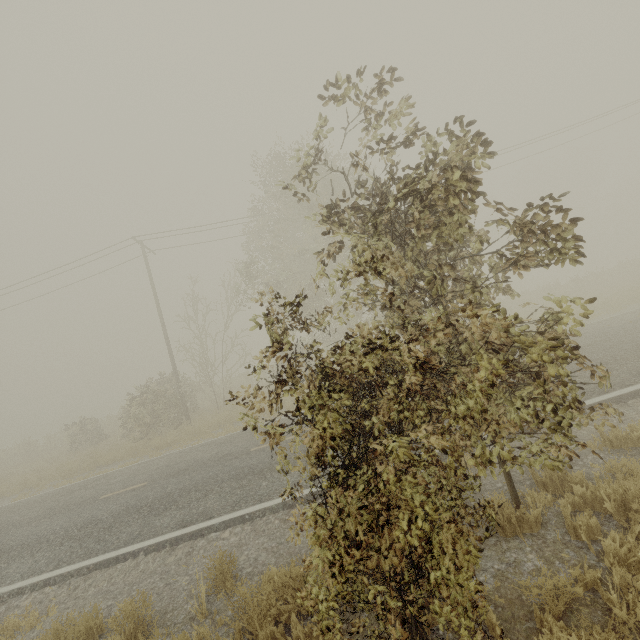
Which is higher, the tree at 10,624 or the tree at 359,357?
the tree at 359,357

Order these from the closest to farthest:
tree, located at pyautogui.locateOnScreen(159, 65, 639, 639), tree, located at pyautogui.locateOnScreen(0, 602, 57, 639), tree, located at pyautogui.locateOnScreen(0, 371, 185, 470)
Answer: tree, located at pyautogui.locateOnScreen(159, 65, 639, 639)
tree, located at pyautogui.locateOnScreen(0, 602, 57, 639)
tree, located at pyautogui.locateOnScreen(0, 371, 185, 470)

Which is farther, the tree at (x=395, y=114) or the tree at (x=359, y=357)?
the tree at (x=395, y=114)

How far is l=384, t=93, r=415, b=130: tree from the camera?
3.6 meters

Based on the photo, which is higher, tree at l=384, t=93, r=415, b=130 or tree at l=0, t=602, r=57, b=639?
tree at l=384, t=93, r=415, b=130

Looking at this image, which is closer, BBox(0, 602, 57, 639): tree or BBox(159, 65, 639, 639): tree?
BBox(159, 65, 639, 639): tree

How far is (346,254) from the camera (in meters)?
18.27
